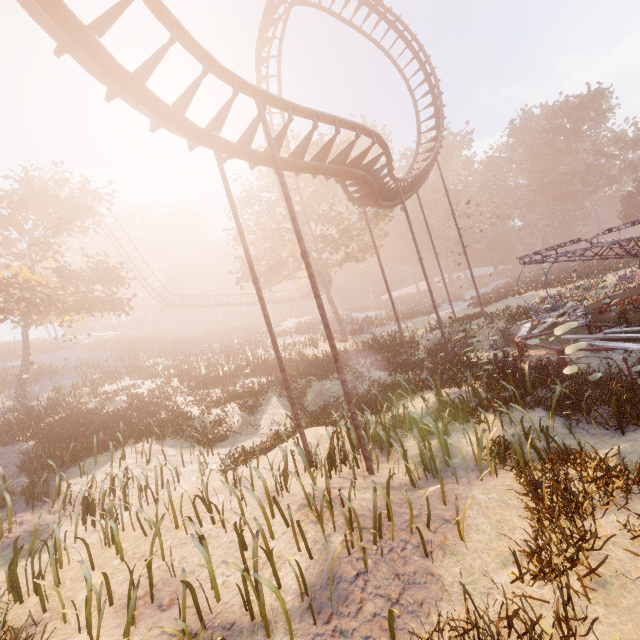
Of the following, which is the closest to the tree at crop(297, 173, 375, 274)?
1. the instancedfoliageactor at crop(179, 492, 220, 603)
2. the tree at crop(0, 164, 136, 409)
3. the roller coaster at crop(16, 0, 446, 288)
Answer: the roller coaster at crop(16, 0, 446, 288)

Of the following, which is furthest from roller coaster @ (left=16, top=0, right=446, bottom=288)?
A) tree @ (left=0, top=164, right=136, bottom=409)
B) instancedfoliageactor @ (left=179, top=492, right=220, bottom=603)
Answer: tree @ (left=0, top=164, right=136, bottom=409)

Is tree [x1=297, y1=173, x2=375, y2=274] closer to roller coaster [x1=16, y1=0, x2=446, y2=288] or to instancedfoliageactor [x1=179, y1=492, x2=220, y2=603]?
roller coaster [x1=16, y1=0, x2=446, y2=288]

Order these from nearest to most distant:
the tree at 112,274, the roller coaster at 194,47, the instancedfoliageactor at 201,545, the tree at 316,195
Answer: the instancedfoliageactor at 201,545, the roller coaster at 194,47, the tree at 112,274, the tree at 316,195

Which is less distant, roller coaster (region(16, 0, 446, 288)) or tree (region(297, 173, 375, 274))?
roller coaster (region(16, 0, 446, 288))

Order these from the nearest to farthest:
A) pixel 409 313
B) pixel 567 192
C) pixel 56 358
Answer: pixel 56 358 → pixel 409 313 → pixel 567 192

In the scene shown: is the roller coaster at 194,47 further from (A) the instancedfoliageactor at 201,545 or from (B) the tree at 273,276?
(A) the instancedfoliageactor at 201,545
